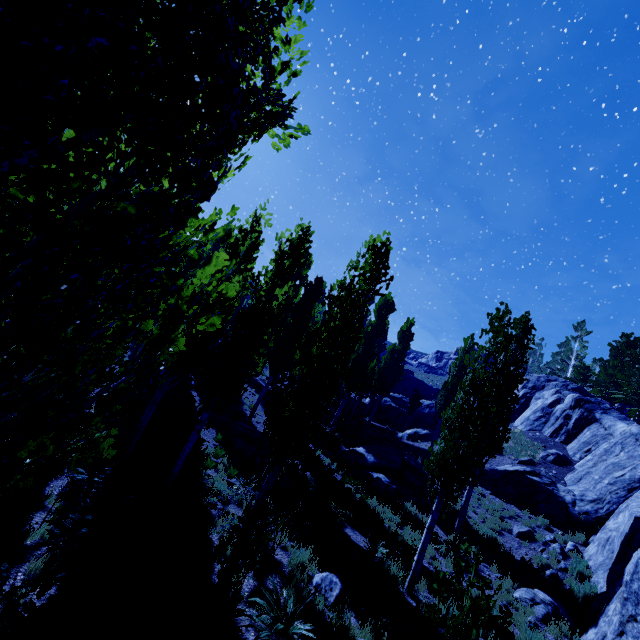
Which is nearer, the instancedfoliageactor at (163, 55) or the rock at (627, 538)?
the instancedfoliageactor at (163, 55)

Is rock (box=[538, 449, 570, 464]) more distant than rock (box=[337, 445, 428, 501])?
Yes

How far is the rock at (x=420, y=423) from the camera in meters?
28.2 m

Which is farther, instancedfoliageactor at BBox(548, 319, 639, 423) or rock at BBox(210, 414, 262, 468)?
instancedfoliageactor at BBox(548, 319, 639, 423)

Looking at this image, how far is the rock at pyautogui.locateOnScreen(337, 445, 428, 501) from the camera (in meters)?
17.06

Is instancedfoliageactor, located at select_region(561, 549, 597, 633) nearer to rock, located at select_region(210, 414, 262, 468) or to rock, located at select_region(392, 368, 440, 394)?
rock, located at select_region(210, 414, 262, 468)

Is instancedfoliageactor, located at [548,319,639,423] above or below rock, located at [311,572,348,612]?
above

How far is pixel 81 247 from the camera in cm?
161
